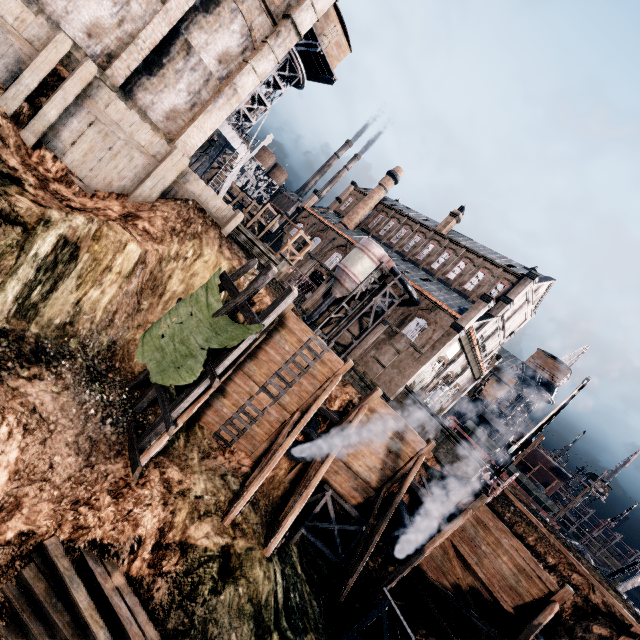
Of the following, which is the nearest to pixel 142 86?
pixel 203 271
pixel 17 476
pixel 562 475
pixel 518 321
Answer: pixel 203 271

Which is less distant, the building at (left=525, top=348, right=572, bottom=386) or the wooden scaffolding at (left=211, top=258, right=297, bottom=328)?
the wooden scaffolding at (left=211, top=258, right=297, bottom=328)

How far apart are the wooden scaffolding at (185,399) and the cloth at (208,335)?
0.0 meters

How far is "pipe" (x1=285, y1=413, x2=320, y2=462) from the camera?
17.2 meters

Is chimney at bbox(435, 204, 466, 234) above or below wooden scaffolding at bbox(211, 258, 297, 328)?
above

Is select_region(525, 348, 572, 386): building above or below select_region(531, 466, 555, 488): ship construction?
above

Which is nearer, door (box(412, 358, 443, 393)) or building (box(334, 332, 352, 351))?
door (box(412, 358, 443, 393))

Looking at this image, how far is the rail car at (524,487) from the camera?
36.5m
